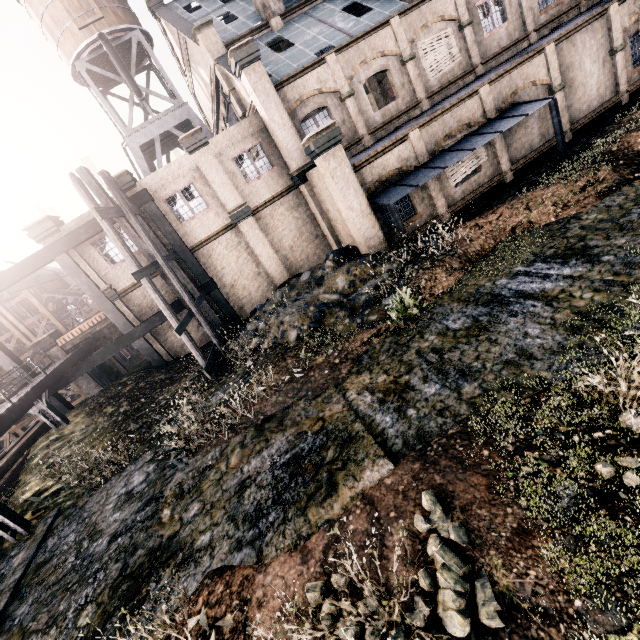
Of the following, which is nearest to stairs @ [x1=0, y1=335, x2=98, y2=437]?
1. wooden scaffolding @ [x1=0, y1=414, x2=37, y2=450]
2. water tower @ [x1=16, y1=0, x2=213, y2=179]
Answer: wooden scaffolding @ [x1=0, y1=414, x2=37, y2=450]

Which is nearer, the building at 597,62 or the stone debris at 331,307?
the stone debris at 331,307

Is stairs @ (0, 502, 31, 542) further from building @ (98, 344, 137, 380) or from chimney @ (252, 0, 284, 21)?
chimney @ (252, 0, 284, 21)

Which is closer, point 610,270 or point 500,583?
point 500,583

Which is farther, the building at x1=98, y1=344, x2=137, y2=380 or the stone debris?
the building at x1=98, y1=344, x2=137, y2=380

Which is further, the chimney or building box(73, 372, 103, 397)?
building box(73, 372, 103, 397)

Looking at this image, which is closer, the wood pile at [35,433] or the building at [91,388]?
the wood pile at [35,433]

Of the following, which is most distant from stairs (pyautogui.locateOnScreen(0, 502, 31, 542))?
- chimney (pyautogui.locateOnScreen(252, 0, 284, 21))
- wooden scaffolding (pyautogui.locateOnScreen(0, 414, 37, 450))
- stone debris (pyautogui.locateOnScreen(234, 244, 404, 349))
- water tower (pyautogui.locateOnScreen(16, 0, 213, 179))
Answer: chimney (pyautogui.locateOnScreen(252, 0, 284, 21))
